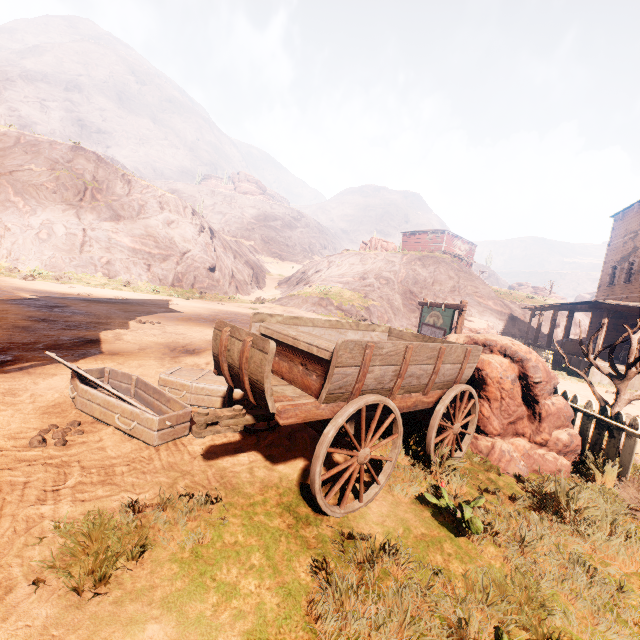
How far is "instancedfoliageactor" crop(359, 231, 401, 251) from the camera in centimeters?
3914cm

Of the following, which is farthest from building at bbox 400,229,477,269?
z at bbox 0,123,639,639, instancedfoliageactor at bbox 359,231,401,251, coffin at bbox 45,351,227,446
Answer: instancedfoliageactor at bbox 359,231,401,251

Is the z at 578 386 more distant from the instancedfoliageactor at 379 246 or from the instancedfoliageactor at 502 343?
the instancedfoliageactor at 379 246

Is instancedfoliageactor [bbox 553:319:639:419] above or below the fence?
above

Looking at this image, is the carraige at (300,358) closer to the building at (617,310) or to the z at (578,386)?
the z at (578,386)

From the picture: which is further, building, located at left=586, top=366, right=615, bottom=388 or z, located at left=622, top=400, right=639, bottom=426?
building, located at left=586, top=366, right=615, bottom=388

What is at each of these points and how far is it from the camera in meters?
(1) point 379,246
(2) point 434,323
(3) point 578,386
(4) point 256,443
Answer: (1) instancedfoliageactor, 39.8 m
(2) sign, 9.1 m
(3) z, 13.0 m
(4) z, 4.0 m

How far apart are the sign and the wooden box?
11.41m
